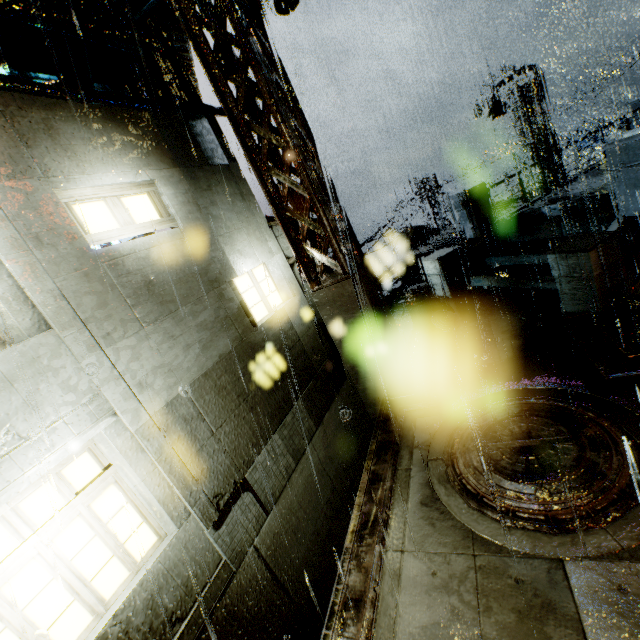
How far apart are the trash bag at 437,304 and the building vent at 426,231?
15.6 meters

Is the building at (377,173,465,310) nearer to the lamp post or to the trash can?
the trash can

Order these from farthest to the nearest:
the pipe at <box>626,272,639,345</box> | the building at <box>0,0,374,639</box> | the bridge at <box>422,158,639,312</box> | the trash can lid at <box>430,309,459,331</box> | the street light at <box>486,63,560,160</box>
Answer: the street light at <box>486,63,560,160</box> < the trash can lid at <box>430,309,459,331</box> < the bridge at <box>422,158,639,312</box> < the pipe at <box>626,272,639,345</box> < the building at <box>0,0,374,639</box>

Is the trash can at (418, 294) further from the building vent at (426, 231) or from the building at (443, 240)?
the building vent at (426, 231)

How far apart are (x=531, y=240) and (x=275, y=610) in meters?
12.0 m

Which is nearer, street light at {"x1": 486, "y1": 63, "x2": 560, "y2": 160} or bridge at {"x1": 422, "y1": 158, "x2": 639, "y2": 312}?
bridge at {"x1": 422, "y1": 158, "x2": 639, "y2": 312}

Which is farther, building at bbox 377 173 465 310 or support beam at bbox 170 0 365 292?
building at bbox 377 173 465 310

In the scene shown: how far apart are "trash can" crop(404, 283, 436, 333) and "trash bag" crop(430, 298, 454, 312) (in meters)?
0.01
